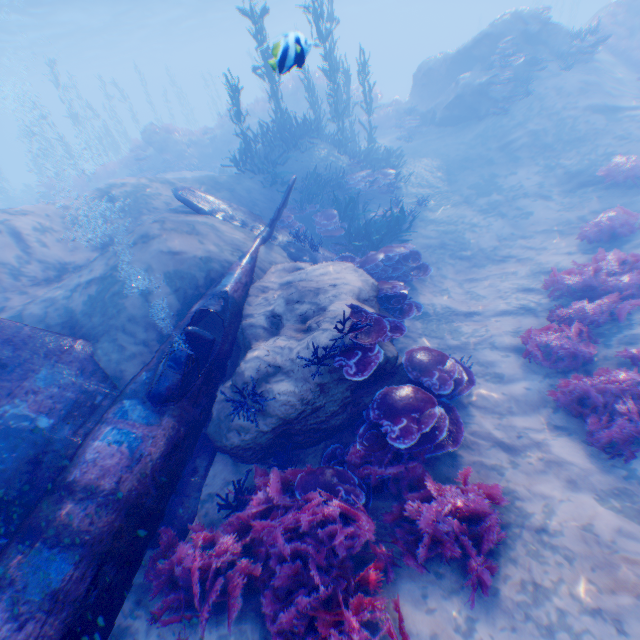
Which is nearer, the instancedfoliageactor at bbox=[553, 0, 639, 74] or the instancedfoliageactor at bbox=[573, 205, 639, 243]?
the instancedfoliageactor at bbox=[573, 205, 639, 243]

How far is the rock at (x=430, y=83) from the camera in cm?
1459

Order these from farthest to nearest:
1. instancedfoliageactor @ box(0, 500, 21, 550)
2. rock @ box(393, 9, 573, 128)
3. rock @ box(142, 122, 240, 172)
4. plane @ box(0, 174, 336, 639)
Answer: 1. rock @ box(142, 122, 240, 172)
2. rock @ box(393, 9, 573, 128)
3. instancedfoliageactor @ box(0, 500, 21, 550)
4. plane @ box(0, 174, 336, 639)

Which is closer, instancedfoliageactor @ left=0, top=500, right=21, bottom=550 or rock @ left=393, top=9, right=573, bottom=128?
instancedfoliageactor @ left=0, top=500, right=21, bottom=550

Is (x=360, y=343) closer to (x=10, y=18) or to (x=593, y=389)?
(x=593, y=389)

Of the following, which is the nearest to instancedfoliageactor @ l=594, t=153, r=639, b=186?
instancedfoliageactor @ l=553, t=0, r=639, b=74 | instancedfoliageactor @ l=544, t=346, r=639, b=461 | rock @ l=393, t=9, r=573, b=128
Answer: rock @ l=393, t=9, r=573, b=128

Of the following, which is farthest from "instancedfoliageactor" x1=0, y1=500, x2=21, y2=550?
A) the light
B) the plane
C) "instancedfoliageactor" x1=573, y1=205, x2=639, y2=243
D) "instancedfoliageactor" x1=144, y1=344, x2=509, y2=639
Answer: "instancedfoliageactor" x1=573, y1=205, x2=639, y2=243

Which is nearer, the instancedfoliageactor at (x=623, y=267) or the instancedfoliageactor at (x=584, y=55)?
the instancedfoliageactor at (x=623, y=267)
